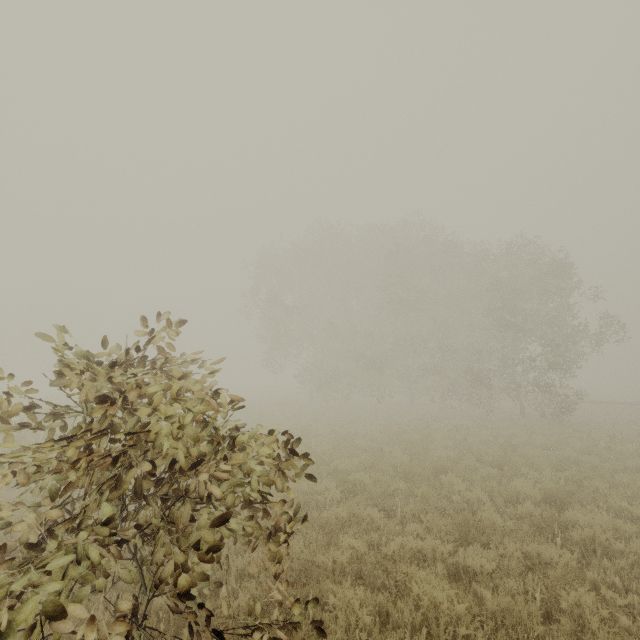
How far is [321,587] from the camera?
4.5 meters
